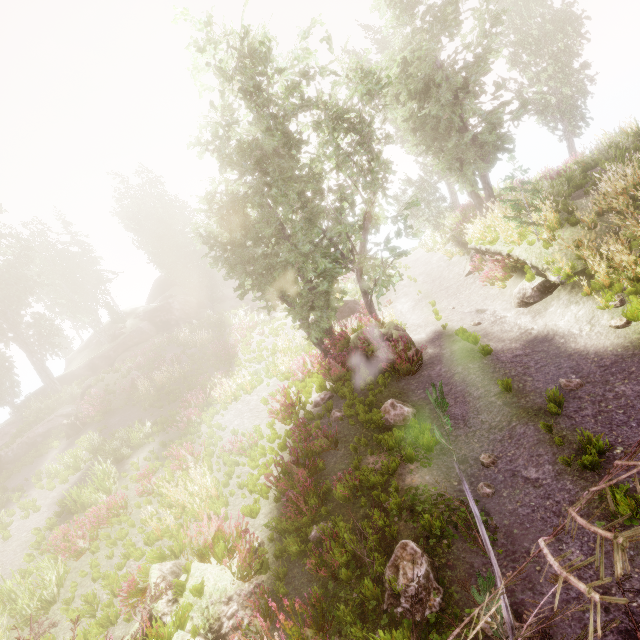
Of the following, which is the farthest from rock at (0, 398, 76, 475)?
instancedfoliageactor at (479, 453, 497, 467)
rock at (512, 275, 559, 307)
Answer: rock at (512, 275, 559, 307)

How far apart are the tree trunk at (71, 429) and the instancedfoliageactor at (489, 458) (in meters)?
21.37

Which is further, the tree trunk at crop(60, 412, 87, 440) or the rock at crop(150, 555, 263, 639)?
the tree trunk at crop(60, 412, 87, 440)

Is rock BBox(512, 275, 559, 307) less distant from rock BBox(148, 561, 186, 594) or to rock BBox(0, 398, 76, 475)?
rock BBox(148, 561, 186, 594)

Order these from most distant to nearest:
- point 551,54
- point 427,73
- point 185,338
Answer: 1. point 185,338
2. point 551,54
3. point 427,73

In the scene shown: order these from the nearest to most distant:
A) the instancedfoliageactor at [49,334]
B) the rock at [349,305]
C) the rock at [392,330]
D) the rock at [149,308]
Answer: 1. the rock at [392,330]
2. the rock at [349,305]
3. the rock at [149,308]
4. the instancedfoliageactor at [49,334]

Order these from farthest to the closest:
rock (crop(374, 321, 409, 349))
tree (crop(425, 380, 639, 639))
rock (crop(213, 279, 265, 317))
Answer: rock (crop(213, 279, 265, 317)) → rock (crop(374, 321, 409, 349)) → tree (crop(425, 380, 639, 639))

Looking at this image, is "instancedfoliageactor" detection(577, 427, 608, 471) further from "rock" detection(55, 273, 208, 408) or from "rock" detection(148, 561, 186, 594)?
"rock" detection(148, 561, 186, 594)
